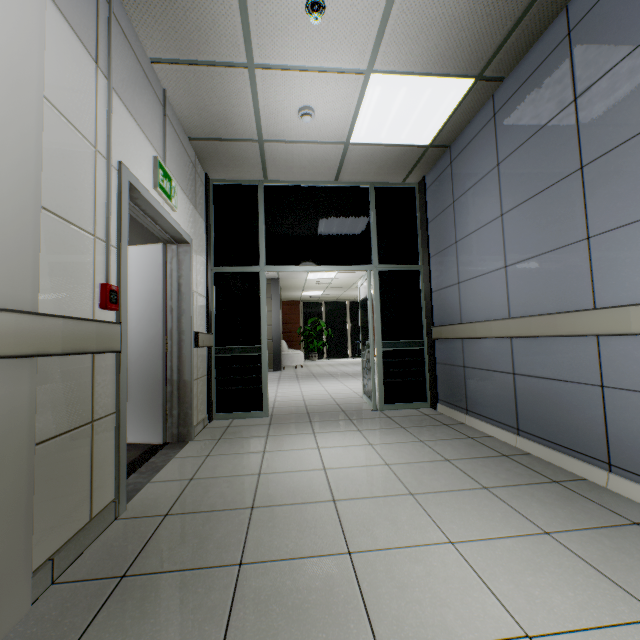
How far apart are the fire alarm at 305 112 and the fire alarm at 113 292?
2.5m

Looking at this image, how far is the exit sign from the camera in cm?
258

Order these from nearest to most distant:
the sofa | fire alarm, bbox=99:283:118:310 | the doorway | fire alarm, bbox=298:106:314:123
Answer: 1. fire alarm, bbox=99:283:118:310
2. fire alarm, bbox=298:106:314:123
3. the doorway
4. the sofa

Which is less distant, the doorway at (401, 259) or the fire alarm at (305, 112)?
the fire alarm at (305, 112)

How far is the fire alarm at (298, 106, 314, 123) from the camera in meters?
3.1 m

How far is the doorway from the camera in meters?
4.3 m

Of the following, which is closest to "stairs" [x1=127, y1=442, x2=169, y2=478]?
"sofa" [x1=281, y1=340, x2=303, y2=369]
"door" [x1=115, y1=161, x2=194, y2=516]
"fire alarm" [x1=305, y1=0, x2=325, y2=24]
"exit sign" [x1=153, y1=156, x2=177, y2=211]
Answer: "door" [x1=115, y1=161, x2=194, y2=516]

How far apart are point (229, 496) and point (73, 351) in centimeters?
130cm
